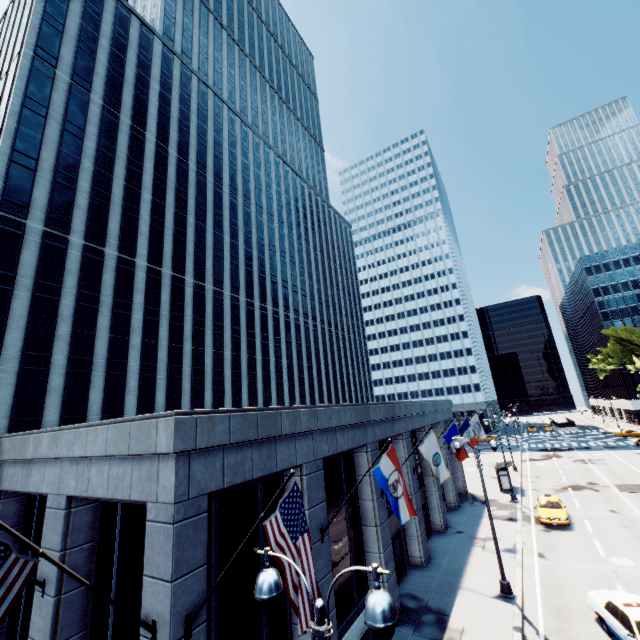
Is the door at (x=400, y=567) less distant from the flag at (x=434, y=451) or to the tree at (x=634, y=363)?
the flag at (x=434, y=451)

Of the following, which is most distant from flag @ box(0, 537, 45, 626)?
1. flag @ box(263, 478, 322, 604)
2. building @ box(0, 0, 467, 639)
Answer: flag @ box(263, 478, 322, 604)

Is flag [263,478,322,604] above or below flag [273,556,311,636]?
above

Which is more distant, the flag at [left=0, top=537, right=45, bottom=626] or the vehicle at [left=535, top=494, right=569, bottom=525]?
the vehicle at [left=535, top=494, right=569, bottom=525]

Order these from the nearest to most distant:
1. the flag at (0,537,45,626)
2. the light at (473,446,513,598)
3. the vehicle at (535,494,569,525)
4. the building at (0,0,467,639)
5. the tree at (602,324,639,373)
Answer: the flag at (0,537,45,626)
the building at (0,0,467,639)
the light at (473,446,513,598)
the vehicle at (535,494,569,525)
the tree at (602,324,639,373)

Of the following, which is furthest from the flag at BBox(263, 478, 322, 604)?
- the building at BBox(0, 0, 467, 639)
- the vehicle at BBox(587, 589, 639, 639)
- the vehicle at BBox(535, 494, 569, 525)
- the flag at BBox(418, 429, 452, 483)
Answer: the vehicle at BBox(535, 494, 569, 525)

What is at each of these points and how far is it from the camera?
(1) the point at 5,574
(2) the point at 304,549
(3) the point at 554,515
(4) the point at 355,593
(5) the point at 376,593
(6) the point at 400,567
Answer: (1) flag, 5.3 meters
(2) flag, 6.0 meters
(3) vehicle, 24.0 meters
(4) building, 14.3 meters
(5) light, 4.1 meters
(6) door, 18.7 meters

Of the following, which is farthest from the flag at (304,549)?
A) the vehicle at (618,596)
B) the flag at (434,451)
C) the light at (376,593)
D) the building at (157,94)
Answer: the vehicle at (618,596)
